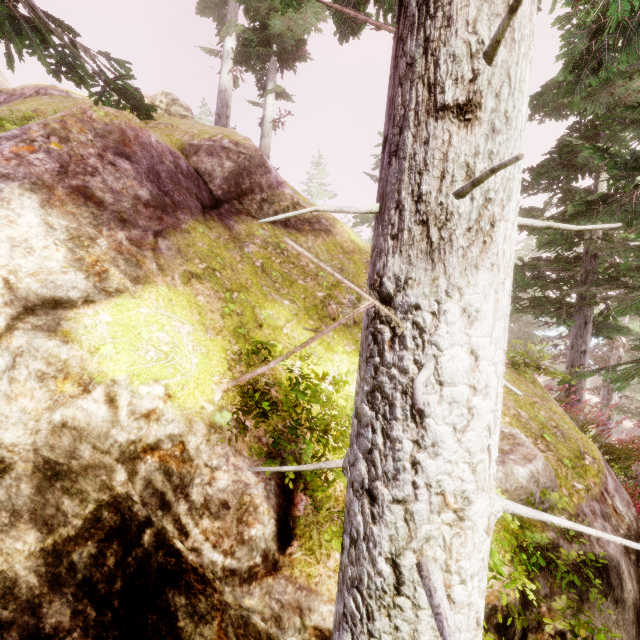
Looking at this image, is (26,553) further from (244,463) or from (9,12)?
(9,12)

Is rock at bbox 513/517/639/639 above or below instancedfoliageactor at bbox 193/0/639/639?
below

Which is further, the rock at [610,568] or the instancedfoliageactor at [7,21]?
the instancedfoliageactor at [7,21]

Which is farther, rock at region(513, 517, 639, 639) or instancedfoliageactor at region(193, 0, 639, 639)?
rock at region(513, 517, 639, 639)

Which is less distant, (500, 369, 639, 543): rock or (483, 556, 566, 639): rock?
(483, 556, 566, 639): rock
